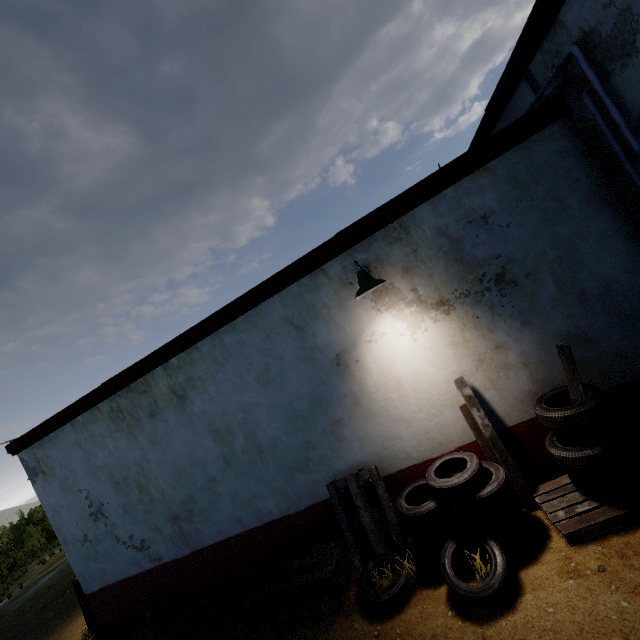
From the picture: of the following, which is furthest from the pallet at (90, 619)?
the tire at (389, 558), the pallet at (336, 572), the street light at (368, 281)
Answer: the street light at (368, 281)

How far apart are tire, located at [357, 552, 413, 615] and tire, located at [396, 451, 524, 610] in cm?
18

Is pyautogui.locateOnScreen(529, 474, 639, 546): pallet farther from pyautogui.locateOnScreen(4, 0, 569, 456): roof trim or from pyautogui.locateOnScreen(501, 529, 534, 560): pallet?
pyautogui.locateOnScreen(4, 0, 569, 456): roof trim

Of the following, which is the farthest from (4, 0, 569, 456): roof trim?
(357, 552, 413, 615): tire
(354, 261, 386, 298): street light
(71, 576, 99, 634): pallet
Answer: (357, 552, 413, 615): tire

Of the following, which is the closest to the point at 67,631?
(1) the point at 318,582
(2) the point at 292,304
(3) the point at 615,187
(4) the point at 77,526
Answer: (4) the point at 77,526

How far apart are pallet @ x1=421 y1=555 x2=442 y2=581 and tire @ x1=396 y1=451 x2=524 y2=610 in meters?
0.0

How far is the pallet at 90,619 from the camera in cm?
649

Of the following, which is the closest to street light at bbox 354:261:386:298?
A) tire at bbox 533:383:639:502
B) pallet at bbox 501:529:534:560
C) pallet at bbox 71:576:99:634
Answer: tire at bbox 533:383:639:502
